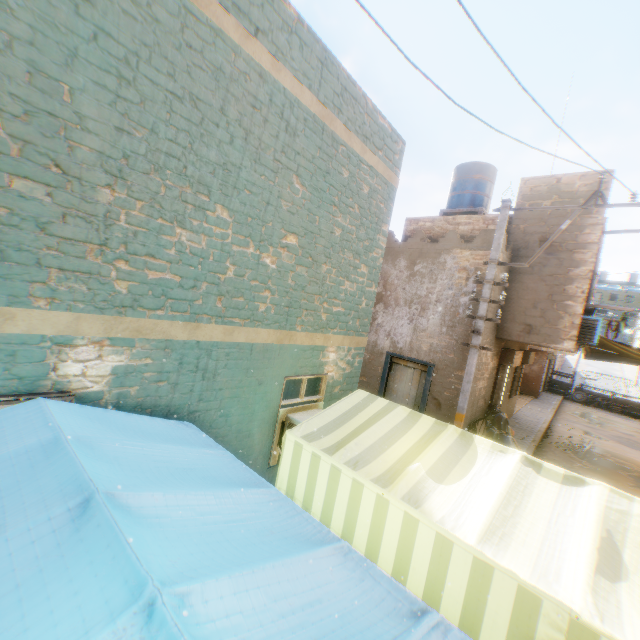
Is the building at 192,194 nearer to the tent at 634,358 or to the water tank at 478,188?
the tent at 634,358

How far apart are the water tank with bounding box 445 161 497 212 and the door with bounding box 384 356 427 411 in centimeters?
654cm

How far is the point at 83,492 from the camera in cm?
155

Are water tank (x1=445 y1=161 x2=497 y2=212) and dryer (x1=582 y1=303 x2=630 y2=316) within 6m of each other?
yes

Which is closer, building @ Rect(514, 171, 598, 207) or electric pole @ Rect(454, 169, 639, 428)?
electric pole @ Rect(454, 169, 639, 428)

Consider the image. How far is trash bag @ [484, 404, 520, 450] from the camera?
9.74m

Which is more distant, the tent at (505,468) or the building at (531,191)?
the building at (531,191)

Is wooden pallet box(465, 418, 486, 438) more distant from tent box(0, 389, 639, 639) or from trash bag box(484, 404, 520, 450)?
tent box(0, 389, 639, 639)
